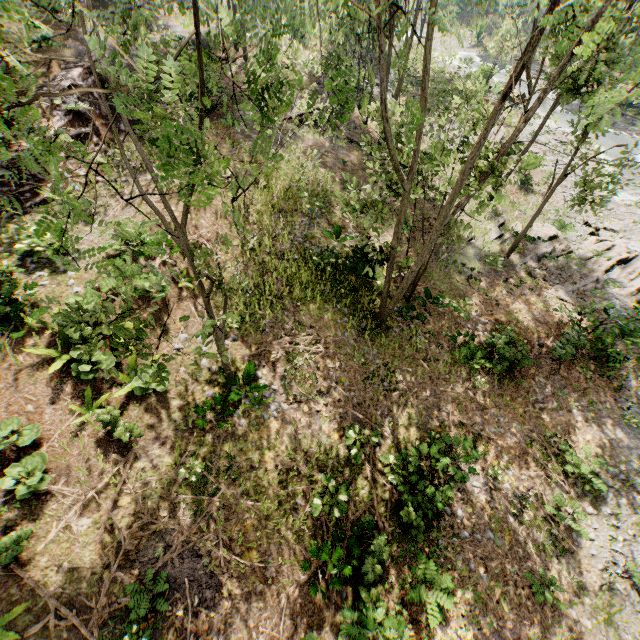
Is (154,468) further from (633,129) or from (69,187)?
(633,129)

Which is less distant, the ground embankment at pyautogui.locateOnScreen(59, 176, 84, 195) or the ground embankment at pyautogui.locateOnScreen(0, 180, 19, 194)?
the ground embankment at pyautogui.locateOnScreen(0, 180, 19, 194)

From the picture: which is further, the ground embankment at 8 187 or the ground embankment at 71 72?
the ground embankment at 71 72

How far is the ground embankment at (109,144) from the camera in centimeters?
1527cm

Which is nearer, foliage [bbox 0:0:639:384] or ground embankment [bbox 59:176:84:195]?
foliage [bbox 0:0:639:384]

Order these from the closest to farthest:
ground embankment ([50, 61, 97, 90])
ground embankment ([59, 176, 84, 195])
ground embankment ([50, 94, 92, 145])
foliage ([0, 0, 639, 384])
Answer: foliage ([0, 0, 639, 384]) < ground embankment ([59, 176, 84, 195]) < ground embankment ([50, 94, 92, 145]) < ground embankment ([50, 61, 97, 90])

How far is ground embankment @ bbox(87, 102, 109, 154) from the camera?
15.47m
